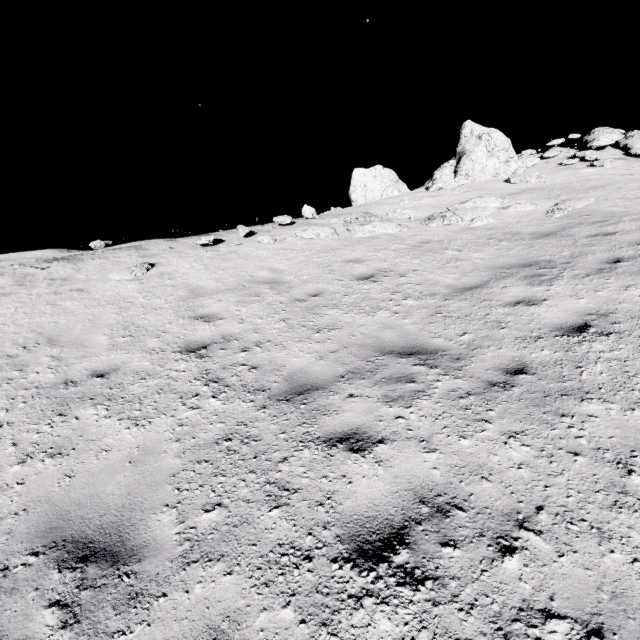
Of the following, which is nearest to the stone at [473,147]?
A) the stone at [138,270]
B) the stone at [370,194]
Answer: the stone at [370,194]

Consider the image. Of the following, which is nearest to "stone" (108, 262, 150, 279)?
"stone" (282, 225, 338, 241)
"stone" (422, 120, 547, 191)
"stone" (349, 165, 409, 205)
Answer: "stone" (282, 225, 338, 241)

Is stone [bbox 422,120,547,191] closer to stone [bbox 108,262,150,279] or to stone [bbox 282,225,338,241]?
stone [bbox 282,225,338,241]

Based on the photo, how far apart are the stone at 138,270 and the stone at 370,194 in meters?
13.8

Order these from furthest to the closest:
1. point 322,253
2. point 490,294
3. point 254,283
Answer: point 322,253 < point 254,283 < point 490,294

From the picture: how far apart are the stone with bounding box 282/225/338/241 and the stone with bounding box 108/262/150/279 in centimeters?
404cm

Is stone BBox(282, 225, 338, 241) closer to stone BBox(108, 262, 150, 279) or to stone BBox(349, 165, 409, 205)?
stone BBox(108, 262, 150, 279)

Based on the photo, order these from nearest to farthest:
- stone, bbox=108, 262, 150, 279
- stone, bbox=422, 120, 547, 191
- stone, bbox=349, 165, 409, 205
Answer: stone, bbox=108, 262, 150, 279
stone, bbox=422, 120, 547, 191
stone, bbox=349, 165, 409, 205
